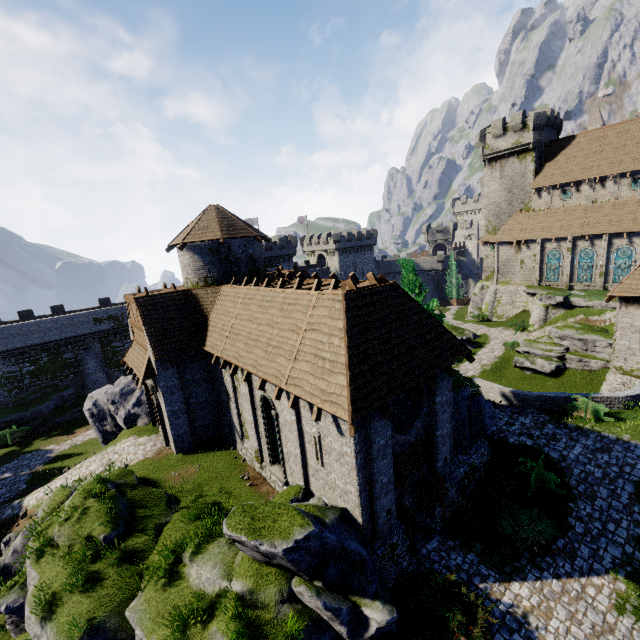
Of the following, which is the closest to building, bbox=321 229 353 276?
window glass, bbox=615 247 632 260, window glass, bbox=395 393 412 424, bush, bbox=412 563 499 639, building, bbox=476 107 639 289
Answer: building, bbox=476 107 639 289

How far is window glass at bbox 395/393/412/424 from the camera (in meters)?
12.09

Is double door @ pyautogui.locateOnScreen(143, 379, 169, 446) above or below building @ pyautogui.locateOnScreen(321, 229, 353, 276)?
below

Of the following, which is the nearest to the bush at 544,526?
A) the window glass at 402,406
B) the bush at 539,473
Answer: the bush at 539,473

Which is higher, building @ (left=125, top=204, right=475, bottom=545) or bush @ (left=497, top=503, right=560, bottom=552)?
building @ (left=125, top=204, right=475, bottom=545)

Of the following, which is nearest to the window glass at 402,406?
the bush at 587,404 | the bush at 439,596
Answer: the bush at 439,596

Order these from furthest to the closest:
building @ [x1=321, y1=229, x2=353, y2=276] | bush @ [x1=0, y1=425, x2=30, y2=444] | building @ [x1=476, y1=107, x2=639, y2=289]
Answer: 1. building @ [x1=321, y1=229, x2=353, y2=276]
2. building @ [x1=476, y1=107, x2=639, y2=289]
3. bush @ [x1=0, y1=425, x2=30, y2=444]

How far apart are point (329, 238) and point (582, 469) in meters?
50.4
